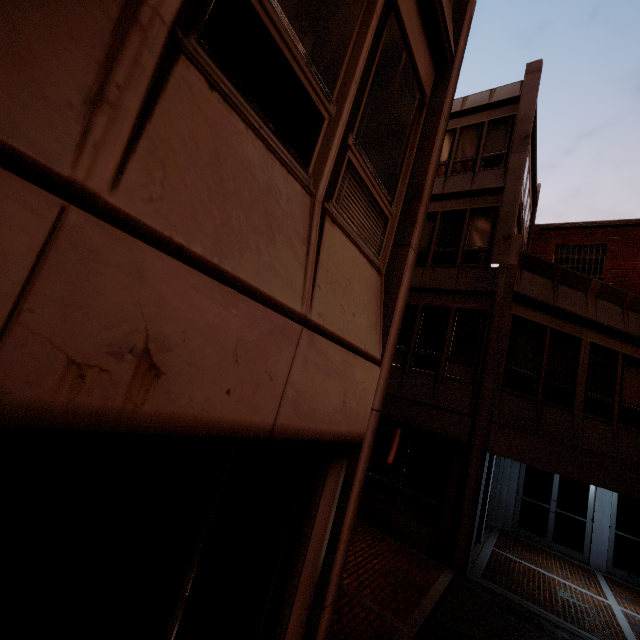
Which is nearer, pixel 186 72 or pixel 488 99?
pixel 186 72
